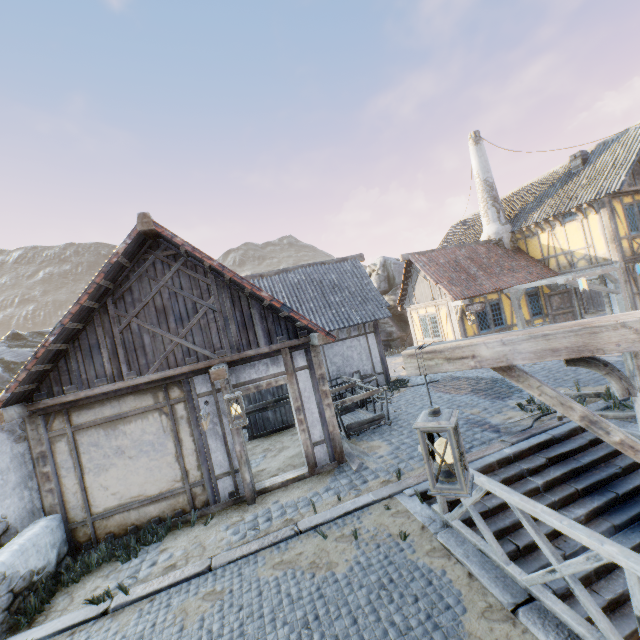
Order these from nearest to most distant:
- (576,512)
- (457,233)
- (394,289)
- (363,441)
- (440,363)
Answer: (440,363) → (576,512) → (363,441) → (394,289) → (457,233)

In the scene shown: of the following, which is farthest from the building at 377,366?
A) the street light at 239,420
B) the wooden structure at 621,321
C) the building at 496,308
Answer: the wooden structure at 621,321

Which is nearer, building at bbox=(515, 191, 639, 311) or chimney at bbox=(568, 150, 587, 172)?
building at bbox=(515, 191, 639, 311)

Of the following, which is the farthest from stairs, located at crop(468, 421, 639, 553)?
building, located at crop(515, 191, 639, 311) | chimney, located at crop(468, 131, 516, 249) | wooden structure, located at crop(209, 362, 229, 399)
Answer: chimney, located at crop(468, 131, 516, 249)

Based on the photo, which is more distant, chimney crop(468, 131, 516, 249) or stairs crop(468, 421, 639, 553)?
chimney crop(468, 131, 516, 249)

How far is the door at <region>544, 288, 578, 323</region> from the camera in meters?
16.1 m

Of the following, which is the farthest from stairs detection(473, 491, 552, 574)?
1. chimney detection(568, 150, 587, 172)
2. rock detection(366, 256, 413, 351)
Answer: chimney detection(568, 150, 587, 172)

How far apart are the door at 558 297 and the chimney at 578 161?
5.9m
